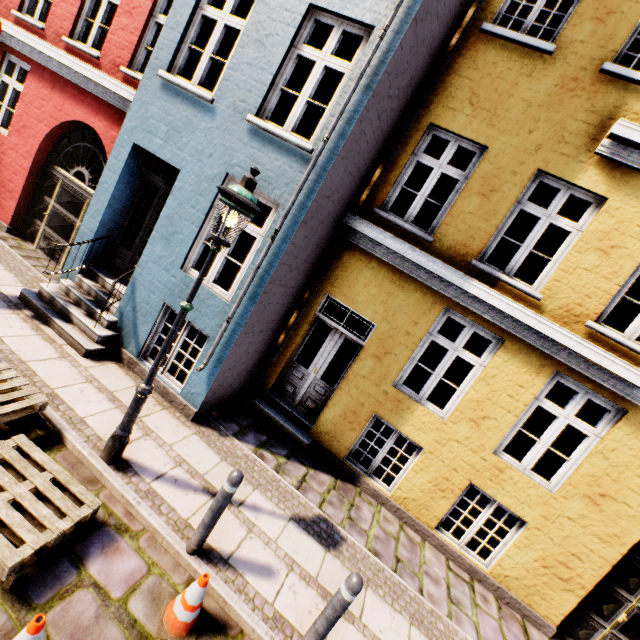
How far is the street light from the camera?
3.2 meters

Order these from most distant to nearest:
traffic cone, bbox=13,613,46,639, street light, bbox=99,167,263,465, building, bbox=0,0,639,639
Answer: building, bbox=0,0,639,639
street light, bbox=99,167,263,465
traffic cone, bbox=13,613,46,639

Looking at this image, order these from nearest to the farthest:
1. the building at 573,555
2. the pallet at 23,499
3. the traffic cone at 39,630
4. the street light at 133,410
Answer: the traffic cone at 39,630, the pallet at 23,499, the street light at 133,410, the building at 573,555

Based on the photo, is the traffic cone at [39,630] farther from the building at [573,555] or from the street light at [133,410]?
the building at [573,555]

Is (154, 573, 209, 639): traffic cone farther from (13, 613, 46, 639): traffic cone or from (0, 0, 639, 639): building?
(0, 0, 639, 639): building

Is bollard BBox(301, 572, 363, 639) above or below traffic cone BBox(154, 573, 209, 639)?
above

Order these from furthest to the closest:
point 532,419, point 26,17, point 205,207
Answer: point 532,419
point 26,17
point 205,207

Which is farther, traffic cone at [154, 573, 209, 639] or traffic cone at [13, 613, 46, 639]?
traffic cone at [154, 573, 209, 639]
